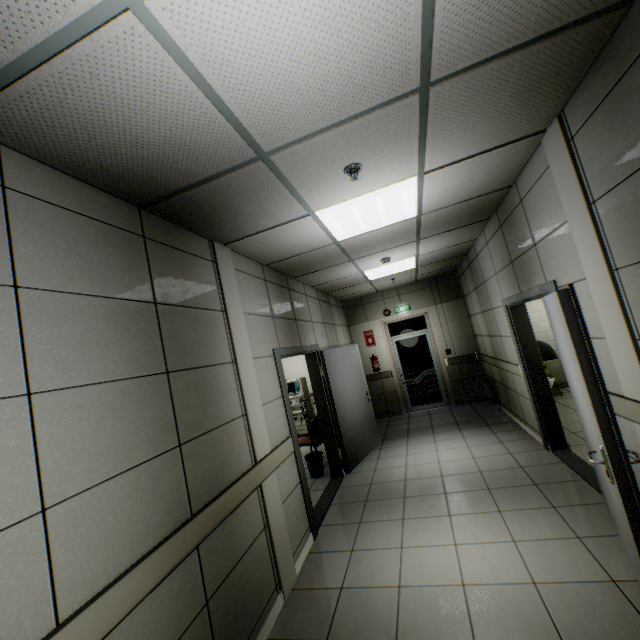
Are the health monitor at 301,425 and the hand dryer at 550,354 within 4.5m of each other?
no

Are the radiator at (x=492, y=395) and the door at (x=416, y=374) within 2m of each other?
yes

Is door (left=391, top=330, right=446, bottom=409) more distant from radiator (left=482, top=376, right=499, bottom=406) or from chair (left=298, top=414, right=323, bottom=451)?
chair (left=298, top=414, right=323, bottom=451)

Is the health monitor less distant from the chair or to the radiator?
the chair

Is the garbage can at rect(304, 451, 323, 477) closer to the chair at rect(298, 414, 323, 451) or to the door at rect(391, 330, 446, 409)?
the chair at rect(298, 414, 323, 451)

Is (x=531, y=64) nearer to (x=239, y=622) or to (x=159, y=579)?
(x=159, y=579)

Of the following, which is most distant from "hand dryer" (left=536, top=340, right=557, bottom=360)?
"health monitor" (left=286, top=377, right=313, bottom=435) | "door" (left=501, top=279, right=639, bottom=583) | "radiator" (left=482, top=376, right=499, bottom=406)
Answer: "health monitor" (left=286, top=377, right=313, bottom=435)

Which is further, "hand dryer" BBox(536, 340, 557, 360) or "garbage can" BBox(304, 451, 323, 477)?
"garbage can" BBox(304, 451, 323, 477)
